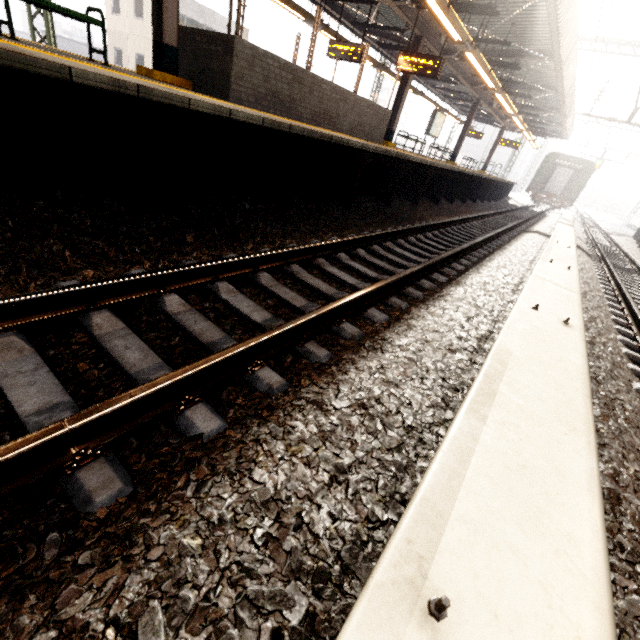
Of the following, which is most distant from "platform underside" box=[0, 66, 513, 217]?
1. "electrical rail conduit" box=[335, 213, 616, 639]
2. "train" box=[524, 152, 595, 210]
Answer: "train" box=[524, 152, 595, 210]

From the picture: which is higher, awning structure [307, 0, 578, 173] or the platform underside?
awning structure [307, 0, 578, 173]

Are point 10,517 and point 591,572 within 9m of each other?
yes

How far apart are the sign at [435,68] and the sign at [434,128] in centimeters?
602cm

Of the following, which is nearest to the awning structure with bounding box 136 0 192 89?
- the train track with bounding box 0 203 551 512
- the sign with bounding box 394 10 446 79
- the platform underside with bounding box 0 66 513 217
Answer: the sign with bounding box 394 10 446 79

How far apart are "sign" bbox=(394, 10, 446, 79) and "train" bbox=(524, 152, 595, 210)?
25.9 meters

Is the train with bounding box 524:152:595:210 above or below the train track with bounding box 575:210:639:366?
above

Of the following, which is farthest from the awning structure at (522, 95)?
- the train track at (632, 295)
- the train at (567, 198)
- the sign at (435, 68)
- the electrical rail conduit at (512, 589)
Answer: the train track at (632, 295)
